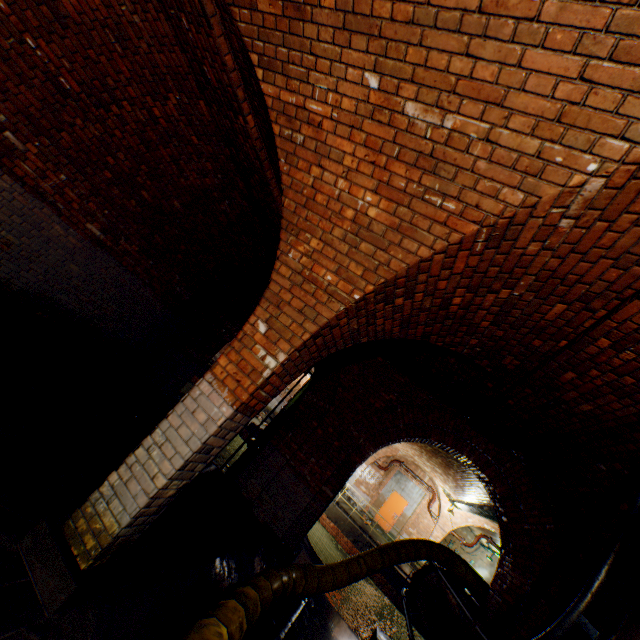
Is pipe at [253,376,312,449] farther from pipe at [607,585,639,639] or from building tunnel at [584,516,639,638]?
pipe at [607,585,639,639]

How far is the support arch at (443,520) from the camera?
16.91m

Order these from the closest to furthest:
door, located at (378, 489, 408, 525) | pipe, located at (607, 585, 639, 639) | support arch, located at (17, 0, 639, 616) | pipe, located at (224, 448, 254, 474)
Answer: support arch, located at (17, 0, 639, 616) < pipe, located at (607, 585, 639, 639) < pipe, located at (224, 448, 254, 474) < door, located at (378, 489, 408, 525)

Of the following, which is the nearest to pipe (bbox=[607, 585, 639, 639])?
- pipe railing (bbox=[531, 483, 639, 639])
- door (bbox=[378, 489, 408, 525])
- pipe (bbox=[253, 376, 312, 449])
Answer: pipe railing (bbox=[531, 483, 639, 639])

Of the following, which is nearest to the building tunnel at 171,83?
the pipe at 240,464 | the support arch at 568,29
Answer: the support arch at 568,29

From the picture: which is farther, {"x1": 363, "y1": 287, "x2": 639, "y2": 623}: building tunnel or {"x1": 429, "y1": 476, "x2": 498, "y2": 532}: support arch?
{"x1": 429, "y1": 476, "x2": 498, "y2": 532}: support arch

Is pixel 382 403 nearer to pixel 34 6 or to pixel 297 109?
pixel 297 109

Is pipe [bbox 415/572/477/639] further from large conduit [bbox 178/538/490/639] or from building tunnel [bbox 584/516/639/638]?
building tunnel [bbox 584/516/639/638]
